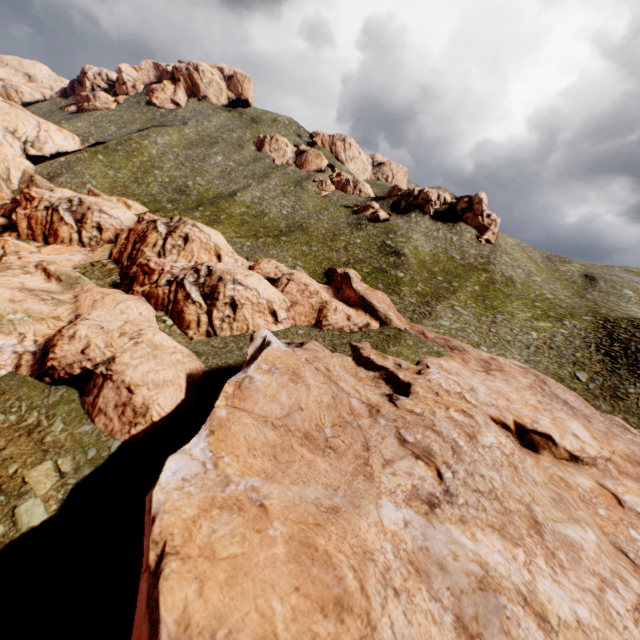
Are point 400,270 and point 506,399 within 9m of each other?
no

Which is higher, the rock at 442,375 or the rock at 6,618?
the rock at 442,375

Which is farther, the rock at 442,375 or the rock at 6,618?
the rock at 6,618

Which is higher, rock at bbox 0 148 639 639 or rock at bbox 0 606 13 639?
rock at bbox 0 148 639 639

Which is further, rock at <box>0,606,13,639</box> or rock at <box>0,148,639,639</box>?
rock at <box>0,606,13,639</box>
